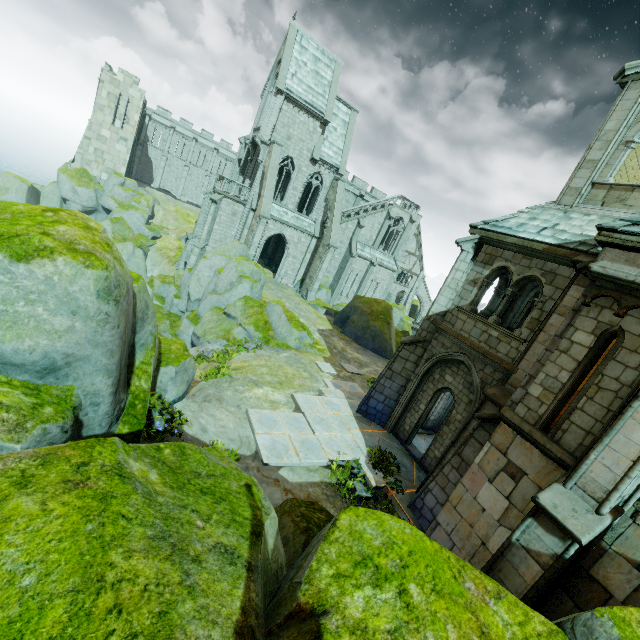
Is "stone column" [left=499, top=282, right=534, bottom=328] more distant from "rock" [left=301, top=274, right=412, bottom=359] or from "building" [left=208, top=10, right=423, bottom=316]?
"rock" [left=301, top=274, right=412, bottom=359]

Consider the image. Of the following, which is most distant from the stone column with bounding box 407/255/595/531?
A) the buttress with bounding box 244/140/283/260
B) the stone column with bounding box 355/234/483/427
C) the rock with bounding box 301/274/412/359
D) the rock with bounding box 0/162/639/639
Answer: A: the buttress with bounding box 244/140/283/260

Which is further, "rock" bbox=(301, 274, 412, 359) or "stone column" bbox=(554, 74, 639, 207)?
"rock" bbox=(301, 274, 412, 359)

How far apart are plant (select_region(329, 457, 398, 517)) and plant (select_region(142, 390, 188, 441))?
5.04m

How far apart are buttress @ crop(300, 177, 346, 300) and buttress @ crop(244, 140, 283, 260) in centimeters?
588cm

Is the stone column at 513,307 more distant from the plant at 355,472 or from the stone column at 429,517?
the plant at 355,472

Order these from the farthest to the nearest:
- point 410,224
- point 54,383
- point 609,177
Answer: point 410,224, point 609,177, point 54,383

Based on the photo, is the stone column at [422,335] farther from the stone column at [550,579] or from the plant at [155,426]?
the plant at [155,426]
